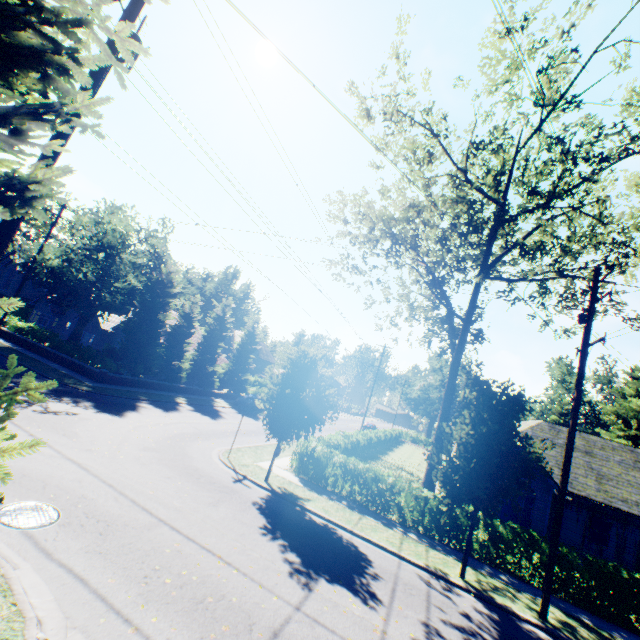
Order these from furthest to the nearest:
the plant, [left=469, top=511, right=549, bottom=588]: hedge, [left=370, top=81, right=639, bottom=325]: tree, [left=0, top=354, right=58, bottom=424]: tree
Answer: the plant → [left=370, top=81, right=639, bottom=325]: tree → [left=469, top=511, right=549, bottom=588]: hedge → [left=0, top=354, right=58, bottom=424]: tree

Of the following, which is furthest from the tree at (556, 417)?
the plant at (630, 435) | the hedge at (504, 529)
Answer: the hedge at (504, 529)

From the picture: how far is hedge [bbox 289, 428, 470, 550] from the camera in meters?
13.6

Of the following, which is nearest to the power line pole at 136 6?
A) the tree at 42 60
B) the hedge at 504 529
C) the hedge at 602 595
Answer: the tree at 42 60

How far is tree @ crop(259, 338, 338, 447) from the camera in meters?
13.7 m

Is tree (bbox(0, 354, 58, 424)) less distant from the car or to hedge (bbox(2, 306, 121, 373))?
hedge (bbox(2, 306, 121, 373))

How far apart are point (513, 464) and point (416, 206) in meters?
13.1
